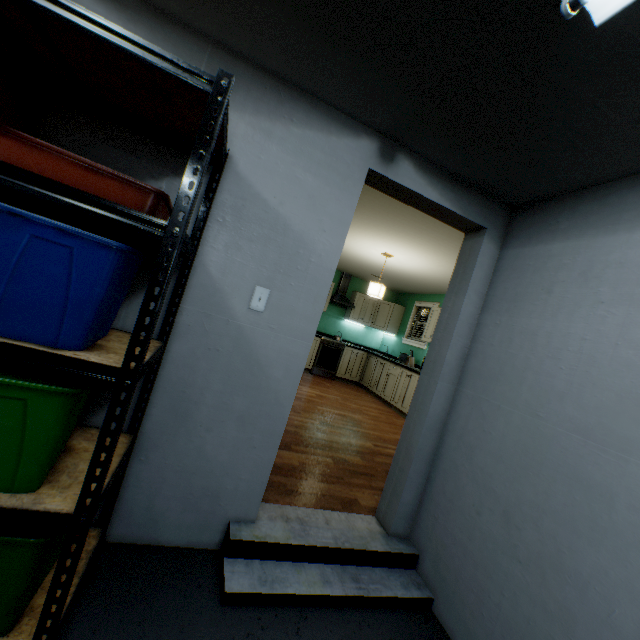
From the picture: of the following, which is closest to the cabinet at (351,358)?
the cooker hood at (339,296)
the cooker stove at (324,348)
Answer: the cooker stove at (324,348)

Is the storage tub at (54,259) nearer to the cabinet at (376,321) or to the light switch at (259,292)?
the light switch at (259,292)

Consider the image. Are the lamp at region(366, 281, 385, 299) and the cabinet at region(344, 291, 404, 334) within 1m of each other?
no

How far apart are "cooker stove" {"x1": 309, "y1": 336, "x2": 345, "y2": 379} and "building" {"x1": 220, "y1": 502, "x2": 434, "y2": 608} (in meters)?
4.98

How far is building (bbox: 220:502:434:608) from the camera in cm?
155

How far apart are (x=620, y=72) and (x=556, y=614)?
2.0 meters

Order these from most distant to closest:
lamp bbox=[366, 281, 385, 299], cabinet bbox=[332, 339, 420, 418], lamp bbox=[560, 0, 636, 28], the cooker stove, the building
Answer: the cooker stove < cabinet bbox=[332, 339, 420, 418] < lamp bbox=[366, 281, 385, 299] < the building < lamp bbox=[560, 0, 636, 28]

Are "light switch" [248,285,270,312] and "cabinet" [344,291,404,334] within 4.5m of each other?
no
